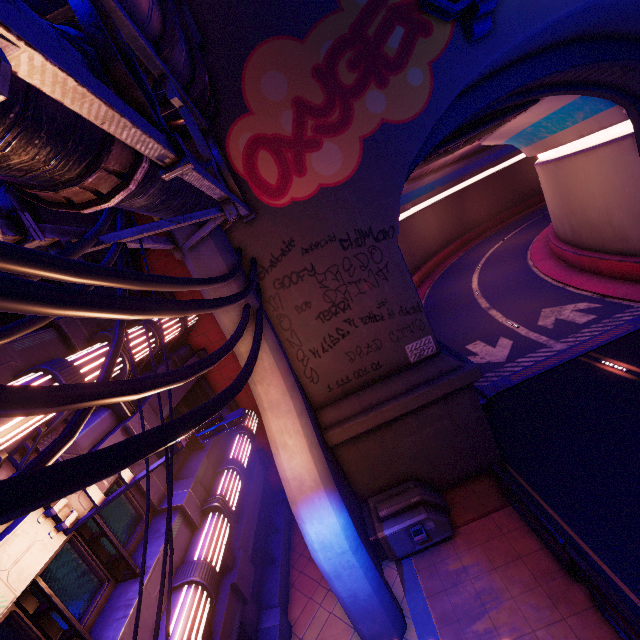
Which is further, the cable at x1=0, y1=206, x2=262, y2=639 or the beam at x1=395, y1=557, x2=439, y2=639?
the beam at x1=395, y1=557, x2=439, y2=639

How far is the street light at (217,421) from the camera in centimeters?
447cm

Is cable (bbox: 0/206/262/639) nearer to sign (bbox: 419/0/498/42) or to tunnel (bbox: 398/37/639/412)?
tunnel (bbox: 398/37/639/412)

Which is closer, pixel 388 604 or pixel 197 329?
pixel 388 604

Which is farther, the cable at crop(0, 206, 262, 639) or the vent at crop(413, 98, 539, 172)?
the vent at crop(413, 98, 539, 172)

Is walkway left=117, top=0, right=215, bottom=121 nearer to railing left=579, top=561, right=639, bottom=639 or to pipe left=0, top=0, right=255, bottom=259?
pipe left=0, top=0, right=255, bottom=259

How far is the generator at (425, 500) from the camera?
9.11m

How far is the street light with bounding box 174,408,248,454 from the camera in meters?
4.5 m
